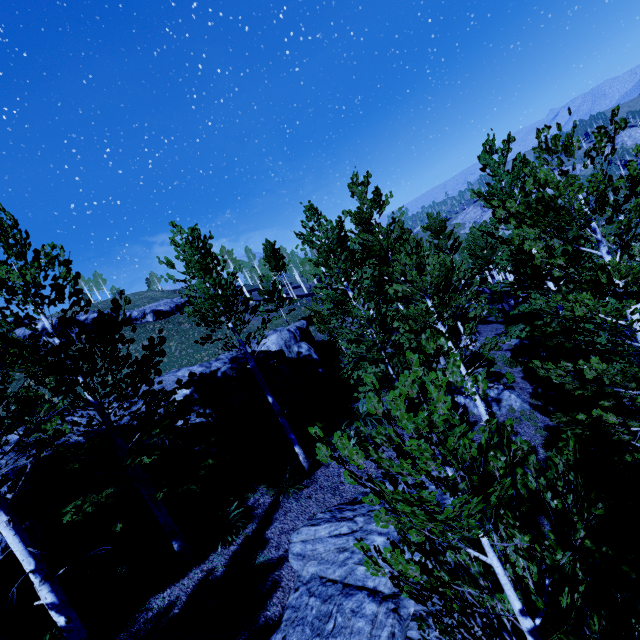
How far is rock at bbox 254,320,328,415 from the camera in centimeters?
1386cm

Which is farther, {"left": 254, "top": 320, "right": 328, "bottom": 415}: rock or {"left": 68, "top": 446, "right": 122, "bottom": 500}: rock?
{"left": 254, "top": 320, "right": 328, "bottom": 415}: rock

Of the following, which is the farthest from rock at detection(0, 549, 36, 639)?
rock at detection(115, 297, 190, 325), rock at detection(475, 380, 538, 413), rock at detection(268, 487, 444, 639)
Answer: rock at detection(115, 297, 190, 325)

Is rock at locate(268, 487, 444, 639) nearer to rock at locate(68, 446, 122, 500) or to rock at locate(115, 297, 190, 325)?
rock at locate(68, 446, 122, 500)

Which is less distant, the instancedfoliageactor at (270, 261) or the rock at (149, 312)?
the instancedfoliageactor at (270, 261)

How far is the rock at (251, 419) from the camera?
11.84m

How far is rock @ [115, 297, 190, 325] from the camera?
46.6m

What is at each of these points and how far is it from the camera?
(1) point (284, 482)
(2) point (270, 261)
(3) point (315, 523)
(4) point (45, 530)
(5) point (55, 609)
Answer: (1) instancedfoliageactor, 9.81m
(2) instancedfoliageactor, 42.00m
(3) rock, 8.65m
(4) rock, 7.48m
(5) instancedfoliageactor, 4.79m
